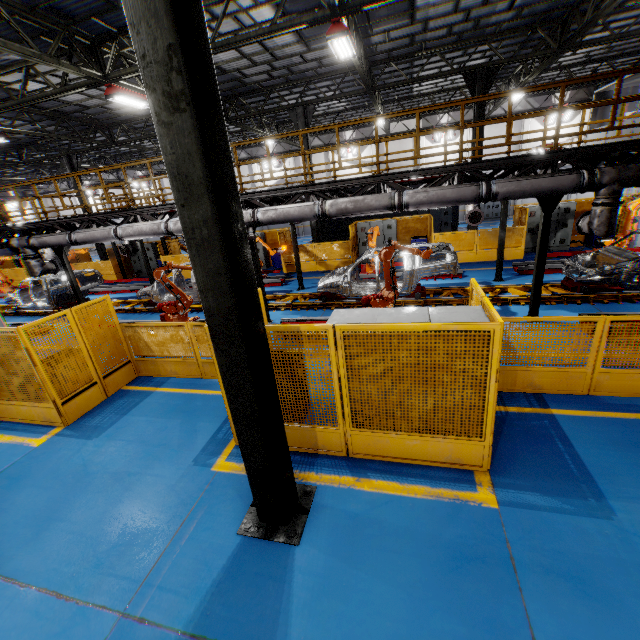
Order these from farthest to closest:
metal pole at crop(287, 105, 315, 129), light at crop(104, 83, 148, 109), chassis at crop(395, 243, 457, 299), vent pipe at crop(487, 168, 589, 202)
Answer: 1. metal pole at crop(287, 105, 315, 129)
2. light at crop(104, 83, 148, 109)
3. chassis at crop(395, 243, 457, 299)
4. vent pipe at crop(487, 168, 589, 202)

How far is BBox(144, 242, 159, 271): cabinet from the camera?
21.47m

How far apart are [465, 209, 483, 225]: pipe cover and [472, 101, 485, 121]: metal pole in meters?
4.6 m

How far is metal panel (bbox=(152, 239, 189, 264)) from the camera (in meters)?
19.64

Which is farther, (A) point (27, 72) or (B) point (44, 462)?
(A) point (27, 72)

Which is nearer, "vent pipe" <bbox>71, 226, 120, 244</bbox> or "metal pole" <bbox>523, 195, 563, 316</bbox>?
"metal pole" <bbox>523, 195, 563, 316</bbox>

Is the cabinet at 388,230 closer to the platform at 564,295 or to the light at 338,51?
the platform at 564,295

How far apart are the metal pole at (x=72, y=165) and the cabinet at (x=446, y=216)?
21.2 meters
